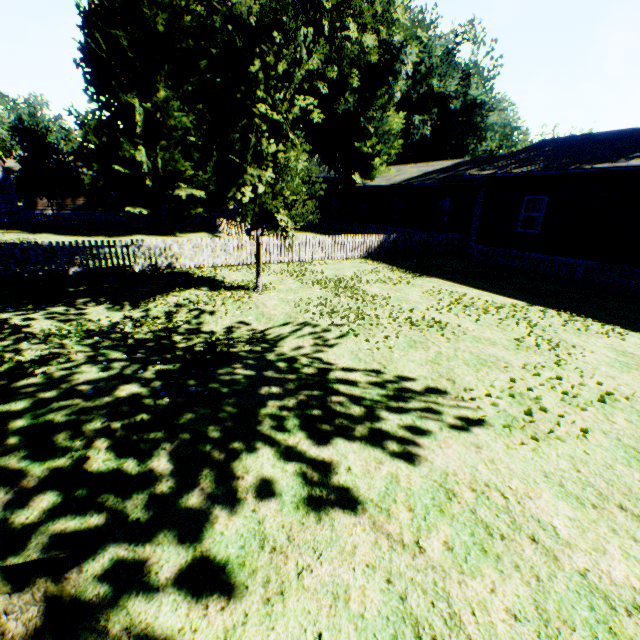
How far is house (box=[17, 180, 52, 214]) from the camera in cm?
3144

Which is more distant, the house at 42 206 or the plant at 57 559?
the house at 42 206

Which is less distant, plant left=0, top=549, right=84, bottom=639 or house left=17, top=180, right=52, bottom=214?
plant left=0, top=549, right=84, bottom=639

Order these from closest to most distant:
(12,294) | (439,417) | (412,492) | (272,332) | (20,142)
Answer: (412,492), (439,417), (272,332), (12,294), (20,142)

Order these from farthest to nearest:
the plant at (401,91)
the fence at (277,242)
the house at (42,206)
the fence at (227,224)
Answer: the house at (42,206), the fence at (277,242), the fence at (227,224), the plant at (401,91)

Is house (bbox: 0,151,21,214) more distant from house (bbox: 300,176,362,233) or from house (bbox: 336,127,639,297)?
house (bbox: 336,127,639,297)

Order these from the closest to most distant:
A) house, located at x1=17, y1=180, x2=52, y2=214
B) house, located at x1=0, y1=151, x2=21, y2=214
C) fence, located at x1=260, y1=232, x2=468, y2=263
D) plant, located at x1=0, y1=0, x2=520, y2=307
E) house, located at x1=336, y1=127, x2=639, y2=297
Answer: plant, located at x1=0, y1=0, x2=520, y2=307 → house, located at x1=336, y1=127, x2=639, y2=297 → fence, located at x1=260, y1=232, x2=468, y2=263 → house, located at x1=0, y1=151, x2=21, y2=214 → house, located at x1=17, y1=180, x2=52, y2=214

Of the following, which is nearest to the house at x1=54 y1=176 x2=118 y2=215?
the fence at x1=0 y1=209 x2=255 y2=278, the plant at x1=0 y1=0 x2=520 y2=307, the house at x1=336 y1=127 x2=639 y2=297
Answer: the fence at x1=0 y1=209 x2=255 y2=278
